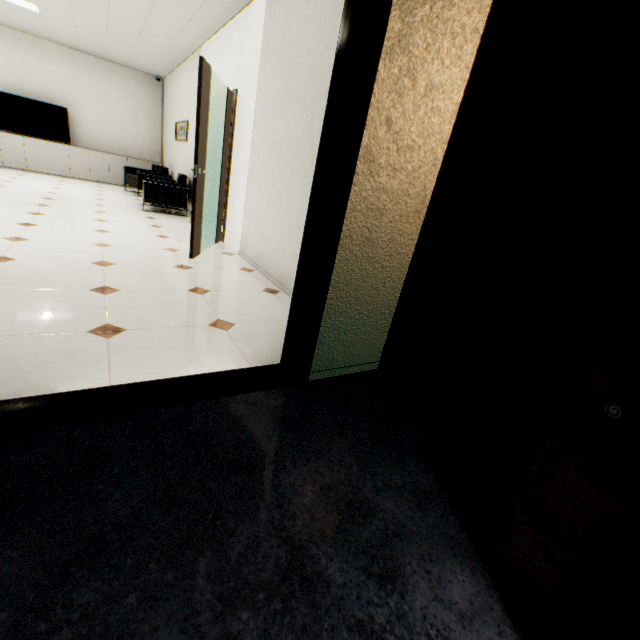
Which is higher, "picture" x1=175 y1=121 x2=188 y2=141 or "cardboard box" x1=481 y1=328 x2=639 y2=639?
"picture" x1=175 y1=121 x2=188 y2=141

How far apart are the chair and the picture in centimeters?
73cm

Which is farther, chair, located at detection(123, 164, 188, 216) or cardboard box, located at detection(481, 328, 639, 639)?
chair, located at detection(123, 164, 188, 216)

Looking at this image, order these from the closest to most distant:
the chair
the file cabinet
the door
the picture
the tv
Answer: the file cabinet → the door → the chair → the picture → the tv

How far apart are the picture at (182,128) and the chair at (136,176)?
0.73m

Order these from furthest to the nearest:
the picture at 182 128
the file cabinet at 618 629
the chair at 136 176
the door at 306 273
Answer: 1. the picture at 182 128
2. the chair at 136 176
3. the door at 306 273
4. the file cabinet at 618 629

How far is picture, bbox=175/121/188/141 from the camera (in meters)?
6.92

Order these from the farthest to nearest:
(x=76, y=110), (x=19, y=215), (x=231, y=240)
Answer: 1. (x=76, y=110)
2. (x=231, y=240)
3. (x=19, y=215)
